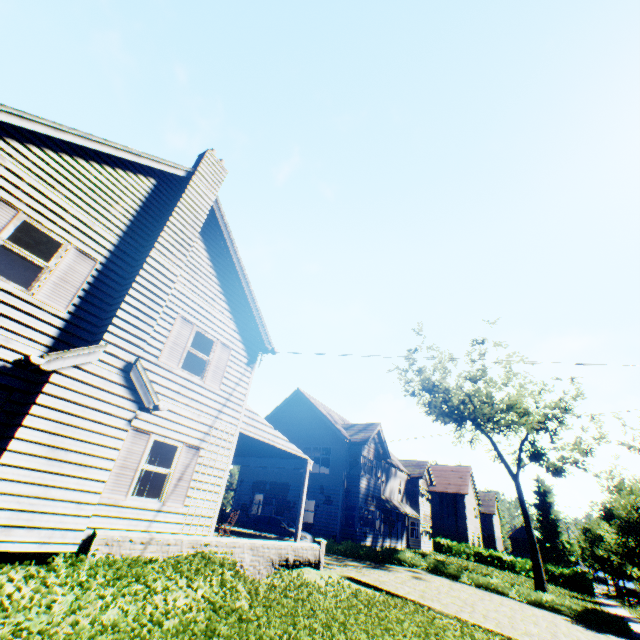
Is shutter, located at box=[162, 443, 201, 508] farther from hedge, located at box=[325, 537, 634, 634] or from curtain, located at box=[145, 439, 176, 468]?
hedge, located at box=[325, 537, 634, 634]

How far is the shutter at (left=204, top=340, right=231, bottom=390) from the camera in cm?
1074

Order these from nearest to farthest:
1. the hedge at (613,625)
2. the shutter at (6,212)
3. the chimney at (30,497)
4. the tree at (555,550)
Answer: the chimney at (30,497) → the shutter at (6,212) → the hedge at (613,625) → the tree at (555,550)

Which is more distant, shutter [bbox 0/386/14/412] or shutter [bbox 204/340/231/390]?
shutter [bbox 204/340/231/390]

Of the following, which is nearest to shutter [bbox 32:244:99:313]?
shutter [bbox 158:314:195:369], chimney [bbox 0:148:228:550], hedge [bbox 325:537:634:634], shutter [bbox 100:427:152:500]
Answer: chimney [bbox 0:148:228:550]

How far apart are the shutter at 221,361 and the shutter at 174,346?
1.02m

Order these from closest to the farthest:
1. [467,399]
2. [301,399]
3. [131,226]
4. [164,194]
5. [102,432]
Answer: [102,432], [131,226], [164,194], [301,399], [467,399]

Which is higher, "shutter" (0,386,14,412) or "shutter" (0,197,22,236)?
"shutter" (0,197,22,236)
